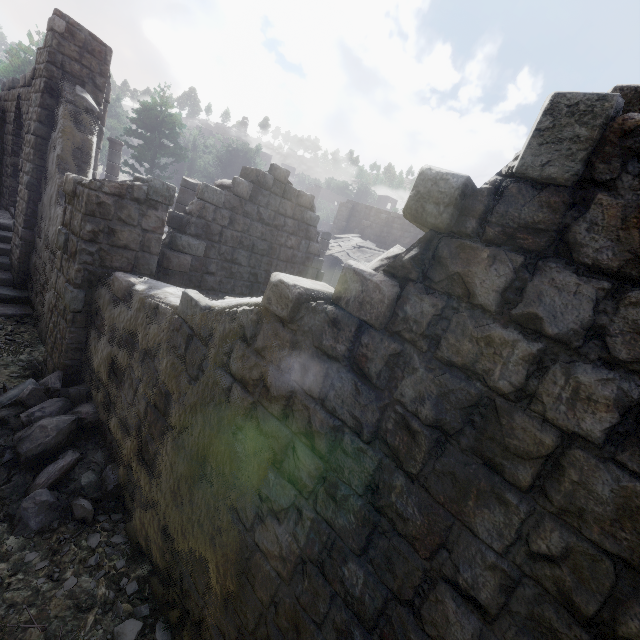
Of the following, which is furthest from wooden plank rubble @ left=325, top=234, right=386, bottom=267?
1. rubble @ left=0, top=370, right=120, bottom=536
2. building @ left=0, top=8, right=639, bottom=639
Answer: rubble @ left=0, top=370, right=120, bottom=536

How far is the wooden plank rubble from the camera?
19.0 meters

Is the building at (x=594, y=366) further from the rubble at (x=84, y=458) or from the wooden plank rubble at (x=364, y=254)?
the wooden plank rubble at (x=364, y=254)

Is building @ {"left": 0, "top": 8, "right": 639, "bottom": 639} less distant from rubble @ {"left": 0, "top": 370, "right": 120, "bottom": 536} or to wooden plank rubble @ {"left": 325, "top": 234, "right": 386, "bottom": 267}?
rubble @ {"left": 0, "top": 370, "right": 120, "bottom": 536}

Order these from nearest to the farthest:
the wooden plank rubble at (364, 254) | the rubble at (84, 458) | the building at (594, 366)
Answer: the building at (594, 366) → the rubble at (84, 458) → the wooden plank rubble at (364, 254)

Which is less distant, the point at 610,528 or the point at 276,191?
the point at 610,528

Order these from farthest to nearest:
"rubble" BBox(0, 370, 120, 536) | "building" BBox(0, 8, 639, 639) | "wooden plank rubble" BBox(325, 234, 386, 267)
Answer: "wooden plank rubble" BBox(325, 234, 386, 267) → "rubble" BBox(0, 370, 120, 536) → "building" BBox(0, 8, 639, 639)

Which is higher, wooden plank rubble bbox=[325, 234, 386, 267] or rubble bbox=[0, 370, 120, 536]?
wooden plank rubble bbox=[325, 234, 386, 267]
